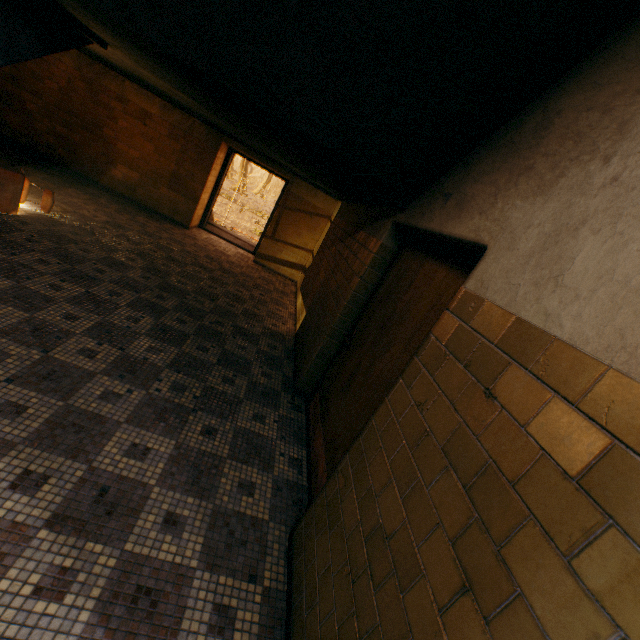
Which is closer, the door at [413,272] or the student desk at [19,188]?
the door at [413,272]

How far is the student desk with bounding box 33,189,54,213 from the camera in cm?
448

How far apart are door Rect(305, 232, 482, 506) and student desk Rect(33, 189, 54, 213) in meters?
4.5

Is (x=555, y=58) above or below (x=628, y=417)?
above

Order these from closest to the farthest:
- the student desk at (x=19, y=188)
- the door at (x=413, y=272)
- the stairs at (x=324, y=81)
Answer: the stairs at (x=324, y=81) → the door at (x=413, y=272) → the student desk at (x=19, y=188)

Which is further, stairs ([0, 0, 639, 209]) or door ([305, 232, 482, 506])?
door ([305, 232, 482, 506])

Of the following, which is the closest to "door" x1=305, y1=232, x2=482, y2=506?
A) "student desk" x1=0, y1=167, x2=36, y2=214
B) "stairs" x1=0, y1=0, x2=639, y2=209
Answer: "stairs" x1=0, y1=0, x2=639, y2=209

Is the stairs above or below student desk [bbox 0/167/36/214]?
above
